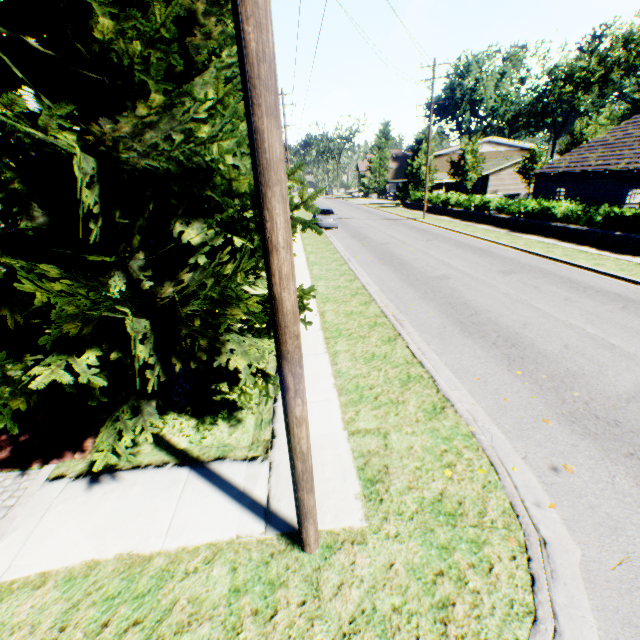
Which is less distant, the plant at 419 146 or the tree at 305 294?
the tree at 305 294

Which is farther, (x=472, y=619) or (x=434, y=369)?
(x=434, y=369)

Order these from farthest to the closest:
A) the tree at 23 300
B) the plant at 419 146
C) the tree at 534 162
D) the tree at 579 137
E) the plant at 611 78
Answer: the plant at 611 78, the plant at 419 146, the tree at 534 162, the tree at 579 137, the tree at 23 300

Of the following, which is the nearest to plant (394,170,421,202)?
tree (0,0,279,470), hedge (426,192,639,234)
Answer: tree (0,0,279,470)

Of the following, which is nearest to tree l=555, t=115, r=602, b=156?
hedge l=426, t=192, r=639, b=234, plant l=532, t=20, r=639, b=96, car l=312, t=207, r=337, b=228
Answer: car l=312, t=207, r=337, b=228

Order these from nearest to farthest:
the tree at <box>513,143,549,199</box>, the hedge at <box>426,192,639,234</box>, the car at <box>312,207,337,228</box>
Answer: the hedge at <box>426,192,639,234</box> < the car at <box>312,207,337,228</box> < the tree at <box>513,143,549,199</box>

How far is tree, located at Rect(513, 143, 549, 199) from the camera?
39.97m
